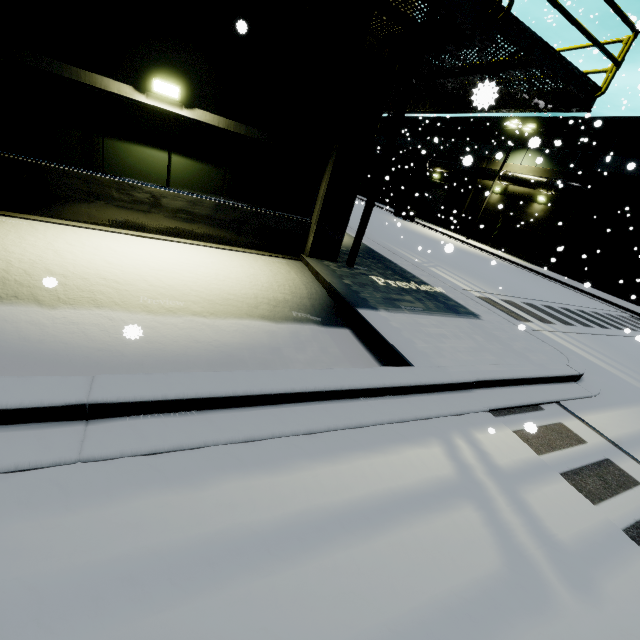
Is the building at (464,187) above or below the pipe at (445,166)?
below

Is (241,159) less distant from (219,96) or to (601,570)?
(219,96)

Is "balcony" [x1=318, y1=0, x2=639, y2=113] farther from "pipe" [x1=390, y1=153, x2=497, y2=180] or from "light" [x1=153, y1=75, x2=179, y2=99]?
"pipe" [x1=390, y1=153, x2=497, y2=180]

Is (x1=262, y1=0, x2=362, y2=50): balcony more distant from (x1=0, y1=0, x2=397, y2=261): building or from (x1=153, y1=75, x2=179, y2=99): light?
(x1=153, y1=75, x2=179, y2=99): light

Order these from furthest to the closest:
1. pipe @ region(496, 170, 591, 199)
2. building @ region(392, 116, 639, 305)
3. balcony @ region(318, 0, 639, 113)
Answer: pipe @ region(496, 170, 591, 199) → building @ region(392, 116, 639, 305) → balcony @ region(318, 0, 639, 113)

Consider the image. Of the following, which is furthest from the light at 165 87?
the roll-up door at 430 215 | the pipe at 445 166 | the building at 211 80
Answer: the roll-up door at 430 215

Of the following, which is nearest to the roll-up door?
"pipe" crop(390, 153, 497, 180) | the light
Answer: "pipe" crop(390, 153, 497, 180)

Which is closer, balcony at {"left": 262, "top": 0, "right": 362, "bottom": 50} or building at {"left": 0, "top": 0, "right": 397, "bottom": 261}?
building at {"left": 0, "top": 0, "right": 397, "bottom": 261}
